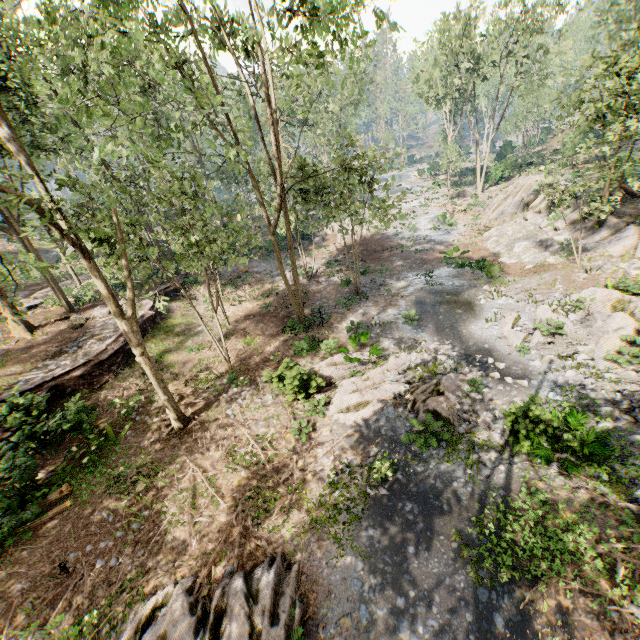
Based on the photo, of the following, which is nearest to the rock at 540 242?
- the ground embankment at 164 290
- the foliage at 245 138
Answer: the foliage at 245 138

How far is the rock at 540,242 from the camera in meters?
20.5

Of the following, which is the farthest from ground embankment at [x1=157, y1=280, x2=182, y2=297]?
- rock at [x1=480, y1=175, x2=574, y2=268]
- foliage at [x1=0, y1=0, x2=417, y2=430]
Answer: rock at [x1=480, y1=175, x2=574, y2=268]

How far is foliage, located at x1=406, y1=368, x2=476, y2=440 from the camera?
10.8m

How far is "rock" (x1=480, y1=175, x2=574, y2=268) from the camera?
20.50m

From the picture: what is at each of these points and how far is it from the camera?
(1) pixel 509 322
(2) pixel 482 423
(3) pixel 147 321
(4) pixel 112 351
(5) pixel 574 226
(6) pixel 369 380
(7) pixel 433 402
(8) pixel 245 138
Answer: (1) foliage, 15.2m
(2) foliage, 10.9m
(3) ground embankment, 21.2m
(4) ground embankment, 17.7m
(5) rock, 20.7m
(6) foliage, 13.8m
(7) foliage, 11.6m
(8) foliage, 18.4m
